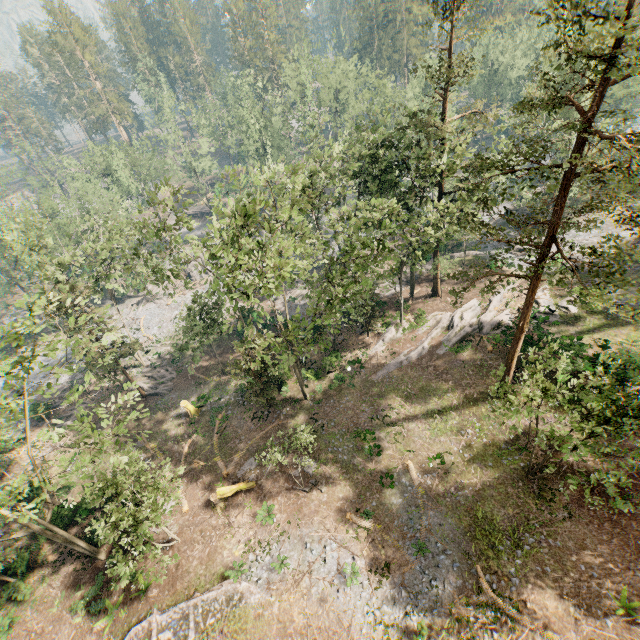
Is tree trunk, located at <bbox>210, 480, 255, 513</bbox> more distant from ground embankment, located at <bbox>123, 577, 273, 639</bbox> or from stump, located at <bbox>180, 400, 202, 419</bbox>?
stump, located at <bbox>180, 400, 202, 419</bbox>

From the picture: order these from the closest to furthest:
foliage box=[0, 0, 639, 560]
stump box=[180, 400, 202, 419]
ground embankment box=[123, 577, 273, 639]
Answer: foliage box=[0, 0, 639, 560]
ground embankment box=[123, 577, 273, 639]
stump box=[180, 400, 202, 419]

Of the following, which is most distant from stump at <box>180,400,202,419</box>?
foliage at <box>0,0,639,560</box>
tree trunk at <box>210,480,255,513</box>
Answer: tree trunk at <box>210,480,255,513</box>

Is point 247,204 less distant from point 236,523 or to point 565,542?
point 236,523

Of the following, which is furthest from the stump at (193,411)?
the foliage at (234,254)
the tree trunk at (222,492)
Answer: the tree trunk at (222,492)

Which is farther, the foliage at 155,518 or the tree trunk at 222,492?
the tree trunk at 222,492

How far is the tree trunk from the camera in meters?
23.7 m

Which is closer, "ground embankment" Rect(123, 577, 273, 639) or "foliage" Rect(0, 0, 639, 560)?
"foliage" Rect(0, 0, 639, 560)
